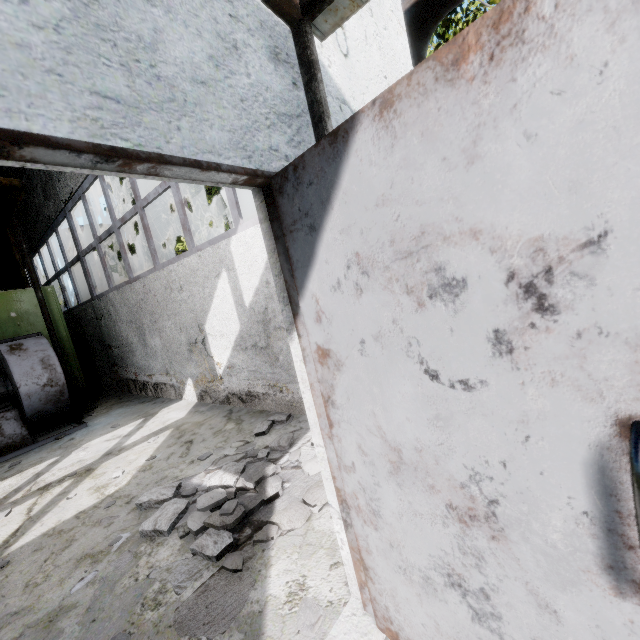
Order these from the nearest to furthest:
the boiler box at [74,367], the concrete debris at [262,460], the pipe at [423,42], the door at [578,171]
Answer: the door at [578,171], the concrete debris at [262,460], the pipe at [423,42], the boiler box at [74,367]

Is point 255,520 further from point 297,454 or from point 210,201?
point 210,201

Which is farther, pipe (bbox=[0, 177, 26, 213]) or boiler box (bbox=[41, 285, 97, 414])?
boiler box (bbox=[41, 285, 97, 414])

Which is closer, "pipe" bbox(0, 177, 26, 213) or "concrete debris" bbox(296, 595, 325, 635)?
"concrete debris" bbox(296, 595, 325, 635)

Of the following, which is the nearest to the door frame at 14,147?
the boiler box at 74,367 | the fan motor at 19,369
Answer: the fan motor at 19,369

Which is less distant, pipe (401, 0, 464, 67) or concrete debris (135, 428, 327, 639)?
concrete debris (135, 428, 327, 639)

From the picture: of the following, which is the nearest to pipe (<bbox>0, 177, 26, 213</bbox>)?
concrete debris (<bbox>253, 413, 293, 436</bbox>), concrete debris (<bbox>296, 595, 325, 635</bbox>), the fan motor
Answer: concrete debris (<bbox>253, 413, 293, 436</bbox>)

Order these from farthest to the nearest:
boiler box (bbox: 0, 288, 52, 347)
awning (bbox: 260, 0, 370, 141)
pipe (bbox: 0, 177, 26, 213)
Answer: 1. boiler box (bbox: 0, 288, 52, 347)
2. pipe (bbox: 0, 177, 26, 213)
3. awning (bbox: 260, 0, 370, 141)
